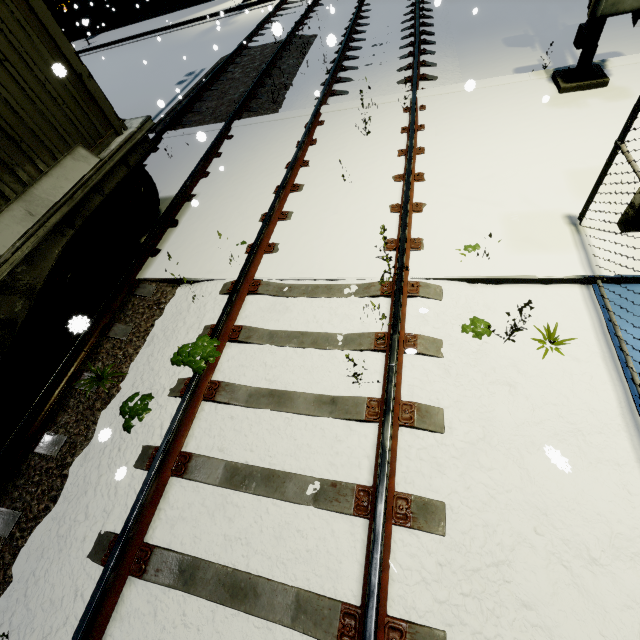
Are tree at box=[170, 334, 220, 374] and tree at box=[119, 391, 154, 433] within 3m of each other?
yes

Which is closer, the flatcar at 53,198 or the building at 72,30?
the flatcar at 53,198

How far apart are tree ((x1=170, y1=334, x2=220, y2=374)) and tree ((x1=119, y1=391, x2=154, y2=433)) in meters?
0.6 m

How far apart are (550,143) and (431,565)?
5.75m

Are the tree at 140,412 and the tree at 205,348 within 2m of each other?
yes

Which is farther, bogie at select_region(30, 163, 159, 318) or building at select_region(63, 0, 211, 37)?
building at select_region(63, 0, 211, 37)

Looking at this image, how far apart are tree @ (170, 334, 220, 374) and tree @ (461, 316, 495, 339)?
2.6m

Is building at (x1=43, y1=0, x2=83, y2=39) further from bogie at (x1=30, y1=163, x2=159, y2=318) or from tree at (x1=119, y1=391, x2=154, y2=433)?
tree at (x1=119, y1=391, x2=154, y2=433)
